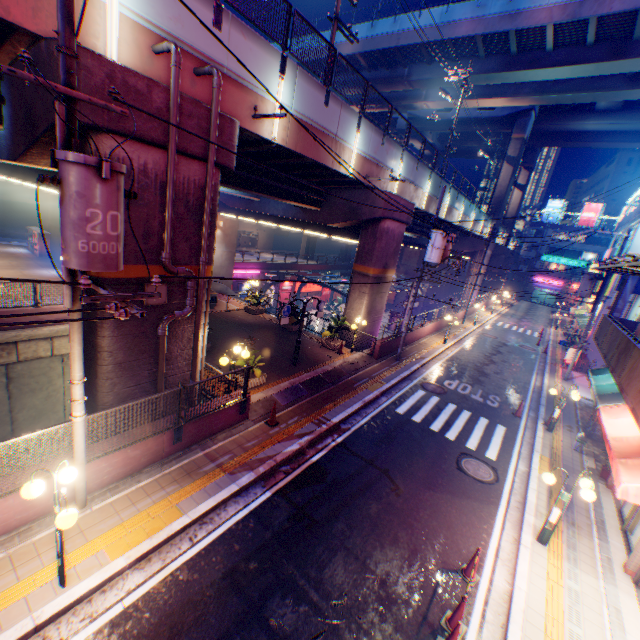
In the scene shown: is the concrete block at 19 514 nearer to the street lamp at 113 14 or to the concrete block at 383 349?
the street lamp at 113 14

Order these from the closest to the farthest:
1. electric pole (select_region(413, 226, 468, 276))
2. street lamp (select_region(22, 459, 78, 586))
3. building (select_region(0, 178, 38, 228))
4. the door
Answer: street lamp (select_region(22, 459, 78, 586)) < the door < electric pole (select_region(413, 226, 468, 276)) < building (select_region(0, 178, 38, 228))

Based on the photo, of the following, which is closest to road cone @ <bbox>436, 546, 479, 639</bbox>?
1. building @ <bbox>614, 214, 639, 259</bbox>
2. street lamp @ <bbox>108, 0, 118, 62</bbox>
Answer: street lamp @ <bbox>108, 0, 118, 62</bbox>

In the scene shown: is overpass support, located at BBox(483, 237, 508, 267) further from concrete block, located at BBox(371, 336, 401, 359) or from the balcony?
the balcony

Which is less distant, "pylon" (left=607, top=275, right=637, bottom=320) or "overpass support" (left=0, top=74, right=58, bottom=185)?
"overpass support" (left=0, top=74, right=58, bottom=185)

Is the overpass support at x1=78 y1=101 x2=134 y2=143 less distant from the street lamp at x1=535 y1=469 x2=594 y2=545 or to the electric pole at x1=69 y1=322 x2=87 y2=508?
the electric pole at x1=69 y1=322 x2=87 y2=508

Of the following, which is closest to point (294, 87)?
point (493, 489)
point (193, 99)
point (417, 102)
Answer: point (193, 99)

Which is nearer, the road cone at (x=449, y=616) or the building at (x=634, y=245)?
the road cone at (x=449, y=616)
